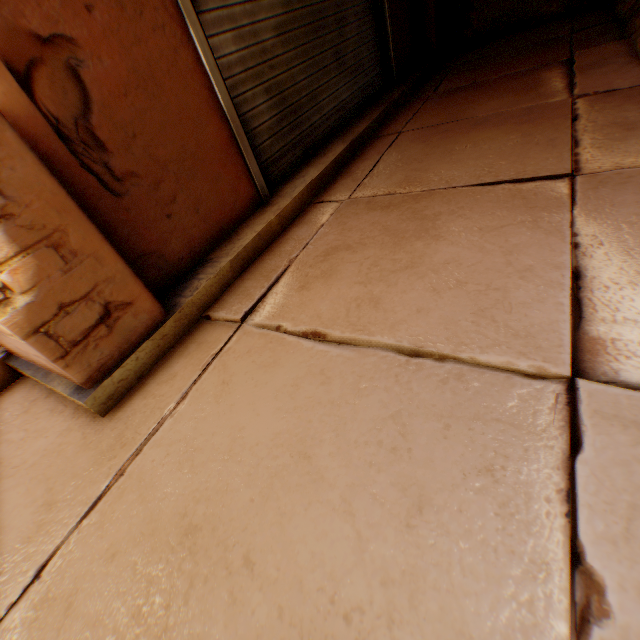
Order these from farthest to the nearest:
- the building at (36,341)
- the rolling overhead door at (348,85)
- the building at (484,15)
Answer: the building at (484,15) → the rolling overhead door at (348,85) → the building at (36,341)

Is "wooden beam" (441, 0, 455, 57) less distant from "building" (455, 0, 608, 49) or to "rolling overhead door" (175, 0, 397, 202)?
"building" (455, 0, 608, 49)

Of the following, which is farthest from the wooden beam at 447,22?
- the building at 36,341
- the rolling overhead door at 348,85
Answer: the rolling overhead door at 348,85

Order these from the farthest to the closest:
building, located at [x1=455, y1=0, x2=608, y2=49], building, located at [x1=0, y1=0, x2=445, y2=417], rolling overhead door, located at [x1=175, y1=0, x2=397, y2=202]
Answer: building, located at [x1=455, y1=0, x2=608, y2=49]
rolling overhead door, located at [x1=175, y1=0, x2=397, y2=202]
building, located at [x1=0, y1=0, x2=445, y2=417]

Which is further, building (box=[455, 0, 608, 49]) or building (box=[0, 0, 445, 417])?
building (box=[455, 0, 608, 49])

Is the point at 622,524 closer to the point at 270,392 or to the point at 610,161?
the point at 270,392

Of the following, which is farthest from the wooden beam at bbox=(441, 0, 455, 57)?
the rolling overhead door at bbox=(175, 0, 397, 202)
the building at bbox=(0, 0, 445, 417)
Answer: the rolling overhead door at bbox=(175, 0, 397, 202)
